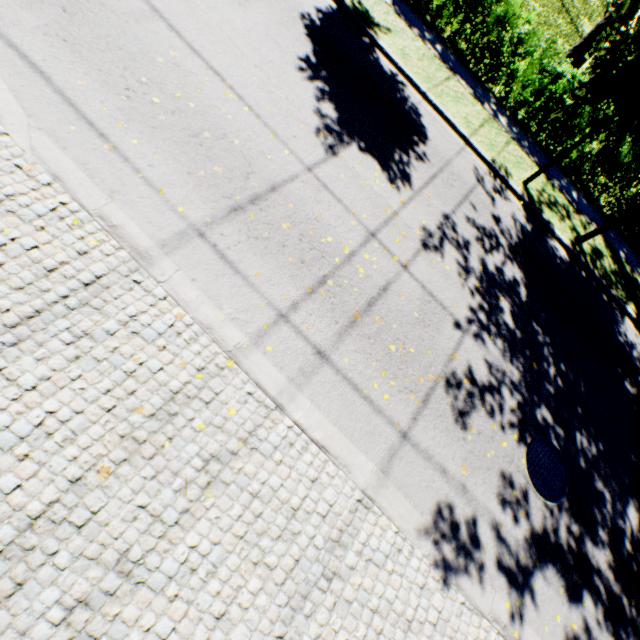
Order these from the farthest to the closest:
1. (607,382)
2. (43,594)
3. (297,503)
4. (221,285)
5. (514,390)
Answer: (607,382)
(514,390)
(221,285)
(297,503)
(43,594)

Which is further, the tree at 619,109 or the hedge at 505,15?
the hedge at 505,15

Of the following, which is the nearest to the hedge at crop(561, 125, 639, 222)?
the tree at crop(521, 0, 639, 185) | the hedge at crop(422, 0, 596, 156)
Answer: the hedge at crop(422, 0, 596, 156)

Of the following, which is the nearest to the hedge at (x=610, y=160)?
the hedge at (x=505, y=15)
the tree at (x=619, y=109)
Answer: the hedge at (x=505, y=15)

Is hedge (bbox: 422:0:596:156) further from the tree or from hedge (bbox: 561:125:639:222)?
the tree

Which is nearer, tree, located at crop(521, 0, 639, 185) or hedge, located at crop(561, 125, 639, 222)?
tree, located at crop(521, 0, 639, 185)

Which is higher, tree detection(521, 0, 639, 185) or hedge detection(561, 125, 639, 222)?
tree detection(521, 0, 639, 185)
